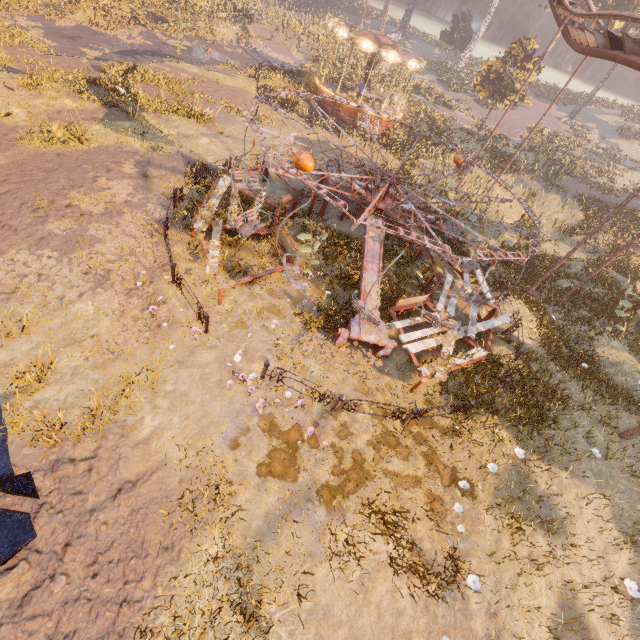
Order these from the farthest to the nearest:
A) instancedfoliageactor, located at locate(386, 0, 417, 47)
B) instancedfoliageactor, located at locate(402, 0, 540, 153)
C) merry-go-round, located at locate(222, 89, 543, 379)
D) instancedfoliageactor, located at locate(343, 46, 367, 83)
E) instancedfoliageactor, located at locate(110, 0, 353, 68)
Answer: instancedfoliageactor, located at locate(386, 0, 417, 47)
instancedfoliageactor, located at locate(343, 46, 367, 83)
instancedfoliageactor, located at locate(402, 0, 540, 153)
instancedfoliageactor, located at locate(110, 0, 353, 68)
merry-go-round, located at locate(222, 89, 543, 379)

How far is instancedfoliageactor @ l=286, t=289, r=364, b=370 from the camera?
9.08m

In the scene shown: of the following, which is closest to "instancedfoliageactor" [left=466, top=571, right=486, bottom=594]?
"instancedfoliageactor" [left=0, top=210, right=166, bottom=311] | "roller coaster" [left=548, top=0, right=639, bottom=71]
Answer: "instancedfoliageactor" [left=0, top=210, right=166, bottom=311]

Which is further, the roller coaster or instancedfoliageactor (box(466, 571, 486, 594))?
the roller coaster

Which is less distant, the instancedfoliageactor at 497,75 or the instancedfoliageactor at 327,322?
the instancedfoliageactor at 327,322

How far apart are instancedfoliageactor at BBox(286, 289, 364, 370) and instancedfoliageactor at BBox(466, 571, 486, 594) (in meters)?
5.26

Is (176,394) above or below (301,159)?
below

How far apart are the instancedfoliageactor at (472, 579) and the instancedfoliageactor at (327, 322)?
5.3m
